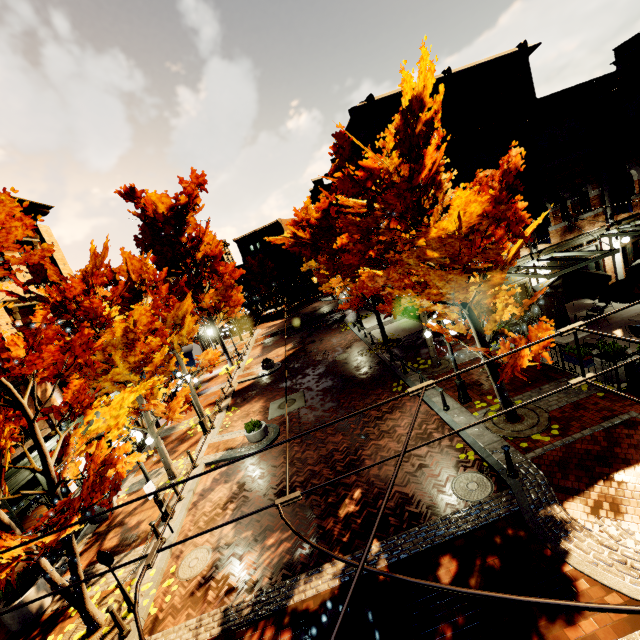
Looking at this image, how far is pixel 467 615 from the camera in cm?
589

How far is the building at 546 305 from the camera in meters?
15.5 m

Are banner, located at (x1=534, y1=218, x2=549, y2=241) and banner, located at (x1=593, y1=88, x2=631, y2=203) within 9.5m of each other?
yes

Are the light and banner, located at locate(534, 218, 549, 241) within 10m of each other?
yes

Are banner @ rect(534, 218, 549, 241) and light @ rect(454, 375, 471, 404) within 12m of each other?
yes

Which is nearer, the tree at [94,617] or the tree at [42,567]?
the tree at [42,567]

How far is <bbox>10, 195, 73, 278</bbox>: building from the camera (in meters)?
15.10

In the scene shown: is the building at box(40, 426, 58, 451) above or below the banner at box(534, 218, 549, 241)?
below
